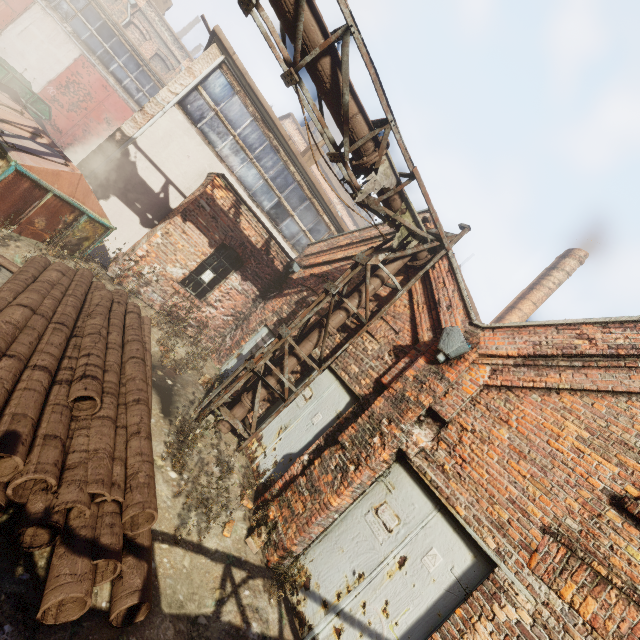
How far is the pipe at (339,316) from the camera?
6.9 meters

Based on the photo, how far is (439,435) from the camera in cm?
469

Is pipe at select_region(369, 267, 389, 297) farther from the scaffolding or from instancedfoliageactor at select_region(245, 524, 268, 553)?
instancedfoliageactor at select_region(245, 524, 268, 553)

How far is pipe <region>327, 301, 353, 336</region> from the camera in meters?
6.9

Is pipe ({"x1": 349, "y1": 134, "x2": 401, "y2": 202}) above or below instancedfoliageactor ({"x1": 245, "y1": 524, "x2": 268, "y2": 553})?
above

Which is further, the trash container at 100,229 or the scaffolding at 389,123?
the trash container at 100,229

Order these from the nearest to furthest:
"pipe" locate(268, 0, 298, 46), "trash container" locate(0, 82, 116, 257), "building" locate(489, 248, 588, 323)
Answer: "pipe" locate(268, 0, 298, 46), "trash container" locate(0, 82, 116, 257), "building" locate(489, 248, 588, 323)

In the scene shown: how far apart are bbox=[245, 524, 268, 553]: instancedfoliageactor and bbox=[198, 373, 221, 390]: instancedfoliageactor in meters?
3.7
